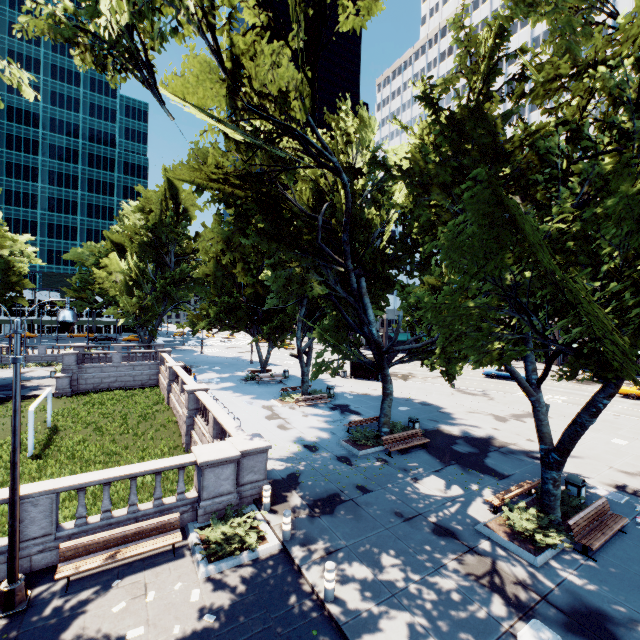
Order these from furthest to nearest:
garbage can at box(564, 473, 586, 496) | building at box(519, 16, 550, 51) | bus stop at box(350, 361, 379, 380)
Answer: building at box(519, 16, 550, 51), bus stop at box(350, 361, 379, 380), garbage can at box(564, 473, 586, 496)

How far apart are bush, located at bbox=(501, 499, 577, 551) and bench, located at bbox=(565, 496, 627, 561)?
0.1 meters

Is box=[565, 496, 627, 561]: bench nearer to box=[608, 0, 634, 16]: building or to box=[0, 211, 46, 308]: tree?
box=[0, 211, 46, 308]: tree

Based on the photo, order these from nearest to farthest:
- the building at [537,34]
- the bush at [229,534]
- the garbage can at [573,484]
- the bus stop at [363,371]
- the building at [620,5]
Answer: the bush at [229,534]
the garbage can at [573,484]
the bus stop at [363,371]
the building at [620,5]
the building at [537,34]

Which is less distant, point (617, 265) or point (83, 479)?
point (617, 265)

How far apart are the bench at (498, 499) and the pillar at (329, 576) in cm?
702

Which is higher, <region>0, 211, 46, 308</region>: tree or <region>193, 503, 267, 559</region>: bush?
<region>0, 211, 46, 308</region>: tree

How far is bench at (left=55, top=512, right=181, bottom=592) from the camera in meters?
8.5
